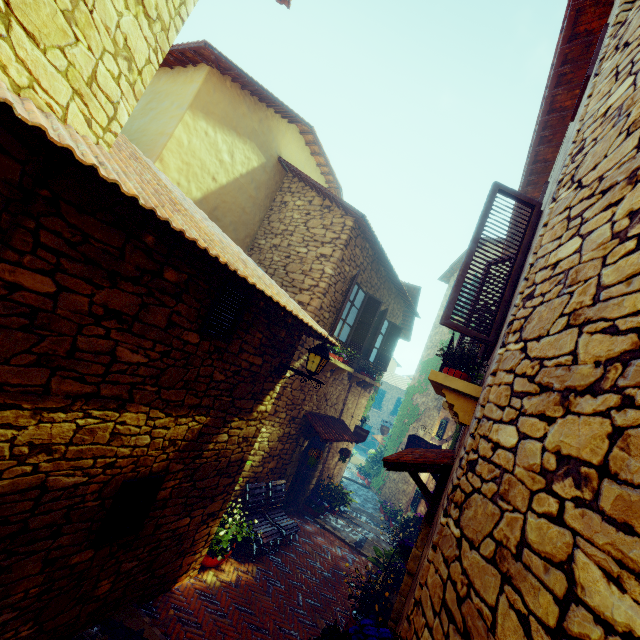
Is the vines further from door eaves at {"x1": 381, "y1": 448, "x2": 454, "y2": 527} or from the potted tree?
the potted tree

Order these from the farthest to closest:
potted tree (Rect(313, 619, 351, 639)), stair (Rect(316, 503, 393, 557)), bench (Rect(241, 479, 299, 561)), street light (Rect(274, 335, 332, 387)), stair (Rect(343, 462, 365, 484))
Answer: stair (Rect(343, 462, 365, 484)) → stair (Rect(316, 503, 393, 557)) → bench (Rect(241, 479, 299, 561)) → street light (Rect(274, 335, 332, 387)) → potted tree (Rect(313, 619, 351, 639))

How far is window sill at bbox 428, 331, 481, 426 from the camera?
2.99m

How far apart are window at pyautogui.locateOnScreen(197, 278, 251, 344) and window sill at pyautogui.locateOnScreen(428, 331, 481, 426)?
2.45m

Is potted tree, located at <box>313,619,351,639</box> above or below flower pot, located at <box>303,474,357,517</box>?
above

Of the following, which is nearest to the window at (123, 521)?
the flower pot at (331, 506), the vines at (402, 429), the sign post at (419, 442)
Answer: the flower pot at (331, 506)

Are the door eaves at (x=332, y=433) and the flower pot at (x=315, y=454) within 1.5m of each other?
yes

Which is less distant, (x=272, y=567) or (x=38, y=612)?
(x=38, y=612)
